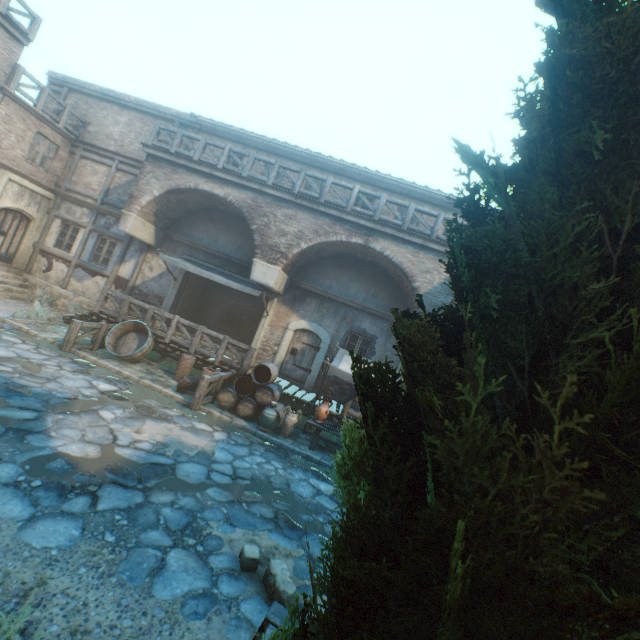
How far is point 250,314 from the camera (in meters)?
15.93

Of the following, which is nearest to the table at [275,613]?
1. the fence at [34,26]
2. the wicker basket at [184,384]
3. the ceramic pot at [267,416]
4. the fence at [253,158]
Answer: the ceramic pot at [267,416]

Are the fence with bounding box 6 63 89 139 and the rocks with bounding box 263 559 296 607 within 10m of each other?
no

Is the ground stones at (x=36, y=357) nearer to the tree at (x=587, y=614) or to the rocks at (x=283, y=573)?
the rocks at (x=283, y=573)

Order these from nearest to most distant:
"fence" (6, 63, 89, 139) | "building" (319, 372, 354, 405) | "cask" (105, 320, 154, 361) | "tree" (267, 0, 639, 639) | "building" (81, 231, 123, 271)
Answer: "tree" (267, 0, 639, 639) < "cask" (105, 320, 154, 361) < "fence" (6, 63, 89, 139) < "building" (319, 372, 354, 405) < "building" (81, 231, 123, 271)

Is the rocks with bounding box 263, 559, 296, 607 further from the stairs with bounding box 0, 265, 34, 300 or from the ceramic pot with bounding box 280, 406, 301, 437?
the stairs with bounding box 0, 265, 34, 300

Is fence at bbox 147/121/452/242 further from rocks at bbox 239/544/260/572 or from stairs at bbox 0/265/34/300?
rocks at bbox 239/544/260/572

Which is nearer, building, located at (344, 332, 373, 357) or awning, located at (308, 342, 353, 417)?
awning, located at (308, 342, 353, 417)
